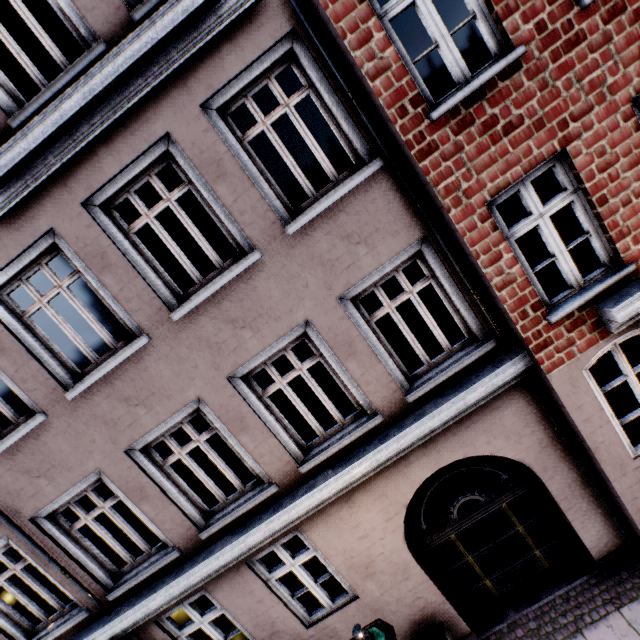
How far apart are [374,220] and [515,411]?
3.6 meters

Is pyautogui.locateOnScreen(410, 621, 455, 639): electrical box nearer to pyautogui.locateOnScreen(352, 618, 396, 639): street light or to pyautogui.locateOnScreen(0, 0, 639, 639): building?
pyautogui.locateOnScreen(0, 0, 639, 639): building

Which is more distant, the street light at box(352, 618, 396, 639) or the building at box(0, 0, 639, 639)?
the building at box(0, 0, 639, 639)

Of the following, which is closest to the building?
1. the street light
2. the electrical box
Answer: the electrical box

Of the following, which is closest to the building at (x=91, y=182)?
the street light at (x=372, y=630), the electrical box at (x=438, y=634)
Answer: the electrical box at (x=438, y=634)

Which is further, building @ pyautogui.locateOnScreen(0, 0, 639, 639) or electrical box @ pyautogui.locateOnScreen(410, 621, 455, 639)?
electrical box @ pyautogui.locateOnScreen(410, 621, 455, 639)

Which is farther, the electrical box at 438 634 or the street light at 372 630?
the electrical box at 438 634

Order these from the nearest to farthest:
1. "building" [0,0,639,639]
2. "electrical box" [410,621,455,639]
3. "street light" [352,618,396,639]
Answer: "street light" [352,618,396,639] < "building" [0,0,639,639] < "electrical box" [410,621,455,639]
